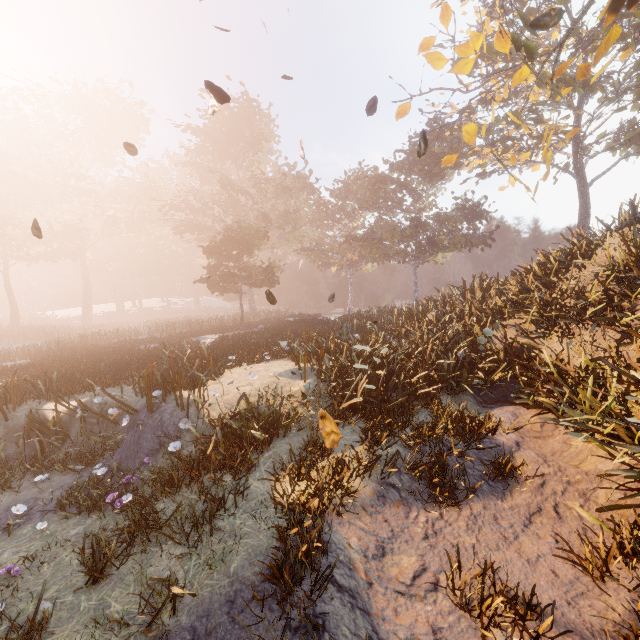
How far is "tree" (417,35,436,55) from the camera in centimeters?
926cm

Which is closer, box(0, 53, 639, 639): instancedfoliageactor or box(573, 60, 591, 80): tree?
box(0, 53, 639, 639): instancedfoliageactor

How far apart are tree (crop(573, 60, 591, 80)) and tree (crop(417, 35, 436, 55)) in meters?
4.6 m

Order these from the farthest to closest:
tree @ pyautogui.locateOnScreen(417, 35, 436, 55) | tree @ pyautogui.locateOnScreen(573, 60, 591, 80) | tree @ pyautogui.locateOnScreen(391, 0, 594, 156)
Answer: tree @ pyautogui.locateOnScreen(573, 60, 591, 80)
tree @ pyautogui.locateOnScreen(417, 35, 436, 55)
tree @ pyautogui.locateOnScreen(391, 0, 594, 156)

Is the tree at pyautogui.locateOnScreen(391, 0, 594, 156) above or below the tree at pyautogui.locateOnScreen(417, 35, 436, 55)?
below

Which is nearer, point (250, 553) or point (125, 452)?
point (250, 553)

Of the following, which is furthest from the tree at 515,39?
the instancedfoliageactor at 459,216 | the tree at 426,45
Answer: the instancedfoliageactor at 459,216

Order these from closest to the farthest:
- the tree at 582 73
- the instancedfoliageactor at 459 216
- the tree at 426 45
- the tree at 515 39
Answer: the instancedfoliageactor at 459 216 < the tree at 515 39 < the tree at 426 45 < the tree at 582 73
